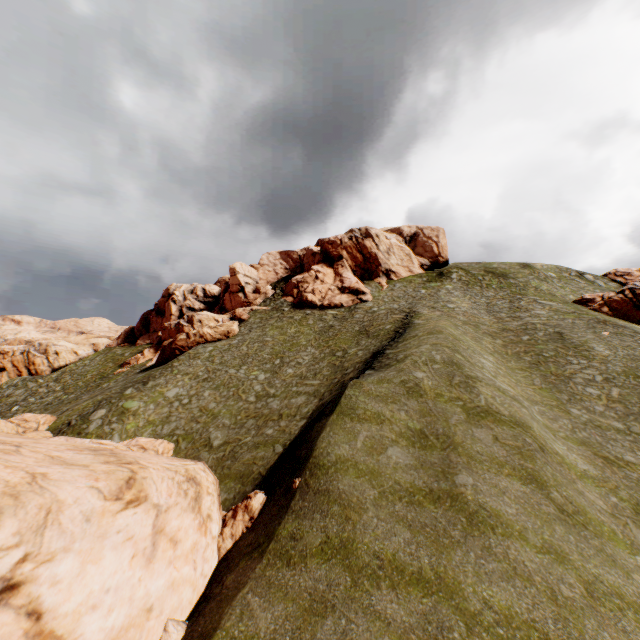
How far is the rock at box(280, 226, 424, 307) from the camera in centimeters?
5056cm

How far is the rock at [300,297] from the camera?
50.6 meters

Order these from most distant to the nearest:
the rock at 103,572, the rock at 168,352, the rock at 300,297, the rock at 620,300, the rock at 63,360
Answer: the rock at 63,360 < the rock at 300,297 < the rock at 168,352 < the rock at 620,300 < the rock at 103,572

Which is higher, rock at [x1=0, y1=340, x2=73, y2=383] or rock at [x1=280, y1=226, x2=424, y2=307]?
rock at [x1=280, y1=226, x2=424, y2=307]

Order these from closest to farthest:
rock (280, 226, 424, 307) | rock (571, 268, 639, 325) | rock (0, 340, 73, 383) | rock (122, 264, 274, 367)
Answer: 1. rock (571, 268, 639, 325)
2. rock (122, 264, 274, 367)
3. rock (280, 226, 424, 307)
4. rock (0, 340, 73, 383)

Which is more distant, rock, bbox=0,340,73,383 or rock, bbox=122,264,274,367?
rock, bbox=0,340,73,383

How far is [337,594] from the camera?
8.9 meters
